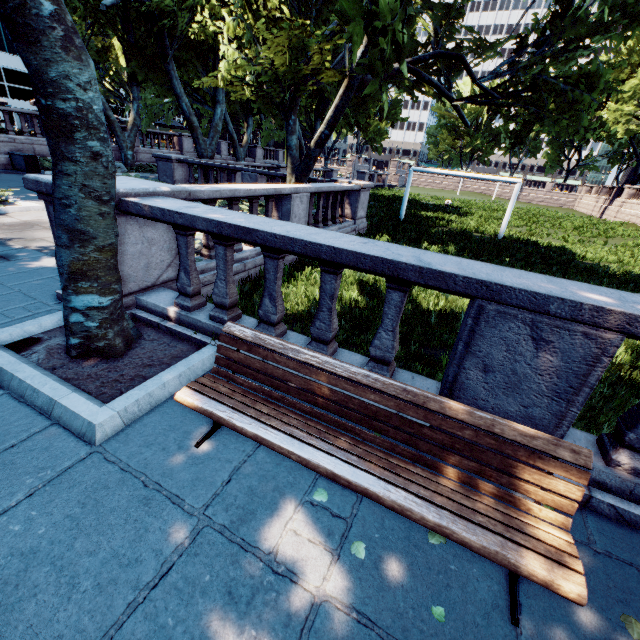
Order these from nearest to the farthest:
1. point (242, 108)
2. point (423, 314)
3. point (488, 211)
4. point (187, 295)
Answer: point (187, 295) < point (423, 314) < point (488, 211) < point (242, 108)

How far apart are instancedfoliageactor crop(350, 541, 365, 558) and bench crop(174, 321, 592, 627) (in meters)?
0.47

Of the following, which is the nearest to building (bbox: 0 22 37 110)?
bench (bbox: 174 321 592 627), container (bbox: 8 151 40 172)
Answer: container (bbox: 8 151 40 172)

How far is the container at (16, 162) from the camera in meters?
17.4 m

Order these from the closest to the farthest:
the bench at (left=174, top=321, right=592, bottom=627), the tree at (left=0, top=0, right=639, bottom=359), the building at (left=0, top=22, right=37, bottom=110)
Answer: the bench at (left=174, top=321, right=592, bottom=627), the tree at (left=0, top=0, right=639, bottom=359), the building at (left=0, top=22, right=37, bottom=110)

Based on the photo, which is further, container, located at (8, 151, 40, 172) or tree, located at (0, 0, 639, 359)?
container, located at (8, 151, 40, 172)

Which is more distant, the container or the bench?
the container

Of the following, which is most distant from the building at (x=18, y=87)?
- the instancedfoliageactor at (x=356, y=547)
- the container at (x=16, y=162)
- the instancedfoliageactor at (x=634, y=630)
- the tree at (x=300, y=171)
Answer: the instancedfoliageactor at (x=634, y=630)
